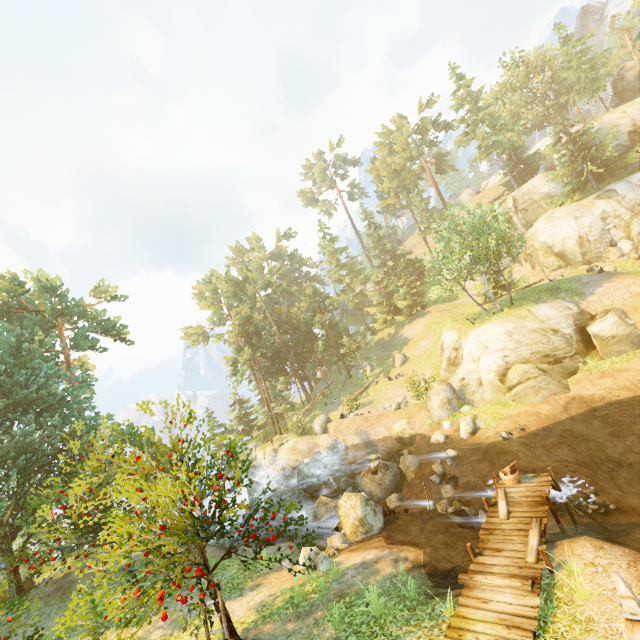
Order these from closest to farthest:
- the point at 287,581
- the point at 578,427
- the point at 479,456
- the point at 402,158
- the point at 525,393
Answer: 1. the point at 287,581
2. the point at 578,427
3. the point at 479,456
4. the point at 525,393
5. the point at 402,158

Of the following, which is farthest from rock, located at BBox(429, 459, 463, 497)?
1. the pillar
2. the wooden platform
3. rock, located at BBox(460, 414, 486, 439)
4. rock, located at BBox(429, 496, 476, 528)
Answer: the pillar

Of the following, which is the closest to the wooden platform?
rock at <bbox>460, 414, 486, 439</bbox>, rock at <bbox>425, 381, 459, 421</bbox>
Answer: rock at <bbox>460, 414, 486, 439</bbox>

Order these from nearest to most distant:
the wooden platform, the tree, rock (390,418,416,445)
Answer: the wooden platform → the tree → rock (390,418,416,445)

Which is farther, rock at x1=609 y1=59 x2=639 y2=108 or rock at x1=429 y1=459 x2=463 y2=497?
rock at x1=609 y1=59 x2=639 y2=108

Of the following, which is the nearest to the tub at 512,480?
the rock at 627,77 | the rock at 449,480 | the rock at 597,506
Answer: the rock at 597,506

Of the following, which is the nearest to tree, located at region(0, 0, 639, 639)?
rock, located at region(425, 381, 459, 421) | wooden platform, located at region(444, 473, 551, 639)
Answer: wooden platform, located at region(444, 473, 551, 639)

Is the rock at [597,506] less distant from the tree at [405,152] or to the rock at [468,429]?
the rock at [468,429]
